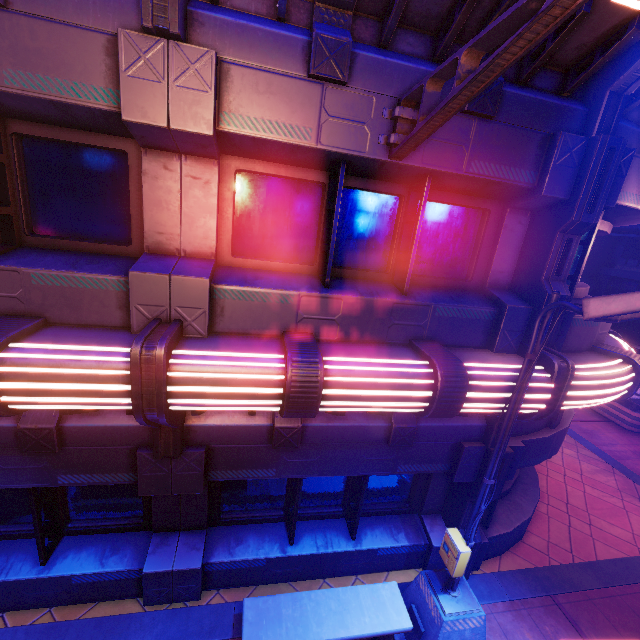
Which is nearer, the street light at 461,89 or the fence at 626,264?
the street light at 461,89

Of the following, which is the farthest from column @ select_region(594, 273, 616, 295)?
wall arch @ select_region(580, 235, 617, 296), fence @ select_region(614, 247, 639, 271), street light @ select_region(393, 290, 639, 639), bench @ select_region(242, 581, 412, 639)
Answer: bench @ select_region(242, 581, 412, 639)

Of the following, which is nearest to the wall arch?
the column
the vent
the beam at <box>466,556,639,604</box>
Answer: the column

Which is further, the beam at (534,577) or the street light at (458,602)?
the beam at (534,577)

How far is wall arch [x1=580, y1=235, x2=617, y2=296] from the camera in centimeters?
3025cm

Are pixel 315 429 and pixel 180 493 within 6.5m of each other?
yes

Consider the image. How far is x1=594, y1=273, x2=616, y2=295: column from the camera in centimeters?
3027cm

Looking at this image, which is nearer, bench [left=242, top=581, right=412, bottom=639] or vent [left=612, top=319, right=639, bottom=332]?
bench [left=242, top=581, right=412, bottom=639]
